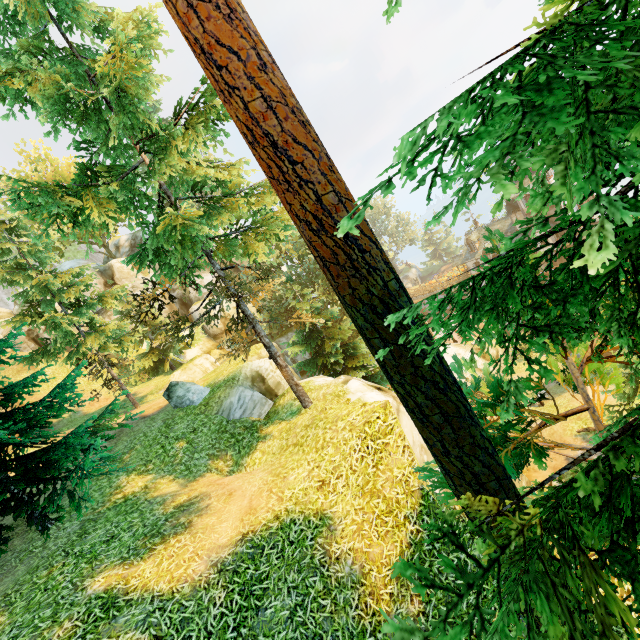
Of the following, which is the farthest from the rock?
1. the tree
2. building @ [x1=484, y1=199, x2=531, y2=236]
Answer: building @ [x1=484, y1=199, x2=531, y2=236]

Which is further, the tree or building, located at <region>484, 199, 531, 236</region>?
building, located at <region>484, 199, 531, 236</region>

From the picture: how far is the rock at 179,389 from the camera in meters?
15.0 m

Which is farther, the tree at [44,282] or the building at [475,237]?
the building at [475,237]

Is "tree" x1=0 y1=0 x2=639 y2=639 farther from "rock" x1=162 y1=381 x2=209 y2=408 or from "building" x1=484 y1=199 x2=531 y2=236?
"building" x1=484 y1=199 x2=531 y2=236

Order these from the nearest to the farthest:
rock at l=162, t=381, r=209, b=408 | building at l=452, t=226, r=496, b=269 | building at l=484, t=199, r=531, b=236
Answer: rock at l=162, t=381, r=209, b=408, building at l=484, t=199, r=531, b=236, building at l=452, t=226, r=496, b=269

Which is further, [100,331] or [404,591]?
[100,331]
